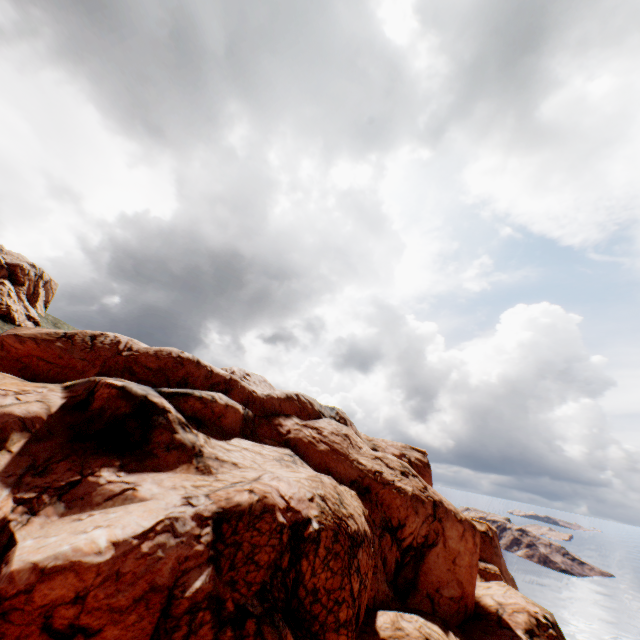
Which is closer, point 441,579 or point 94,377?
point 94,377
